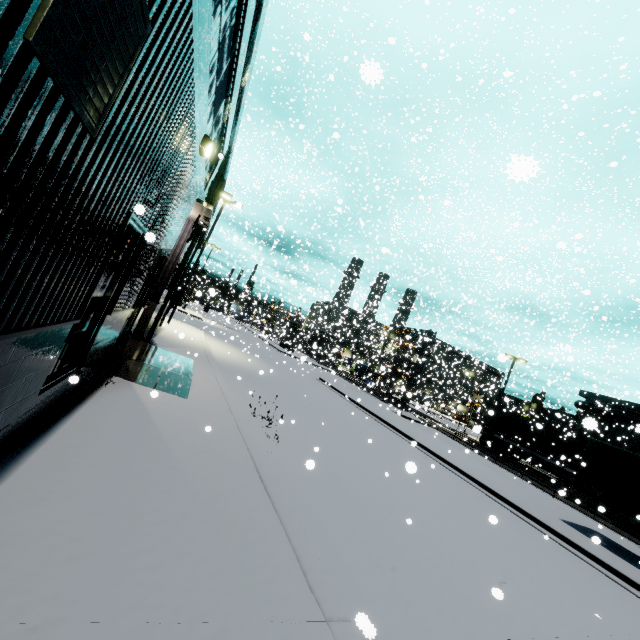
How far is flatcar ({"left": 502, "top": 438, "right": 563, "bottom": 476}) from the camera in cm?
2417

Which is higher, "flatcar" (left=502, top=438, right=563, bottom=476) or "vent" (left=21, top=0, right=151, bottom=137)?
"vent" (left=21, top=0, right=151, bottom=137)

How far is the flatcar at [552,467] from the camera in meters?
24.2

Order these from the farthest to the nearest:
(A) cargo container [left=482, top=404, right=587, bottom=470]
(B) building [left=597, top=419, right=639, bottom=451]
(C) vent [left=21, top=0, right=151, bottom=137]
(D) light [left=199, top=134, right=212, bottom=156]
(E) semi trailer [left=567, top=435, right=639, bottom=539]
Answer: (B) building [left=597, top=419, right=639, bottom=451]
(A) cargo container [left=482, top=404, right=587, bottom=470]
(E) semi trailer [left=567, top=435, right=639, bottom=539]
(D) light [left=199, top=134, right=212, bottom=156]
(C) vent [left=21, top=0, right=151, bottom=137]

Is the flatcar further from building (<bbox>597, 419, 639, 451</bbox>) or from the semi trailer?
building (<bbox>597, 419, 639, 451</bbox>)

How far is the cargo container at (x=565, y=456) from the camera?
23.6 meters

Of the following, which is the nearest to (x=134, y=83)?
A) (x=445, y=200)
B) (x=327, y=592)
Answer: (x=327, y=592)

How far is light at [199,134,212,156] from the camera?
6.41m
